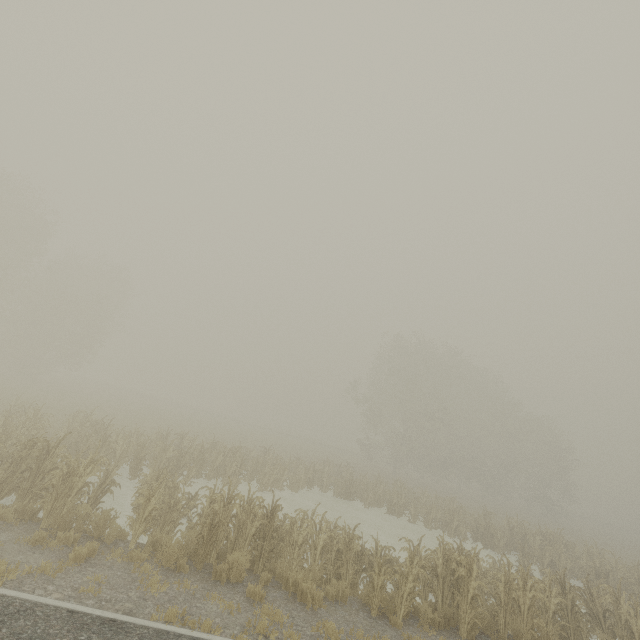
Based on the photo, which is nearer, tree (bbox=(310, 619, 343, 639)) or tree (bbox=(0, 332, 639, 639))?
tree (bbox=(310, 619, 343, 639))

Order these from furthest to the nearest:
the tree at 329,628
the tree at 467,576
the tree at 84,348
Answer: the tree at 84,348
the tree at 467,576
the tree at 329,628

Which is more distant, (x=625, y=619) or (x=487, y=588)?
(x=625, y=619)

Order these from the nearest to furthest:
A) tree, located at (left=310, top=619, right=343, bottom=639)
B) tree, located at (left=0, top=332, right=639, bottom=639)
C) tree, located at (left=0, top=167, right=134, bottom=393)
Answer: tree, located at (left=310, top=619, right=343, bottom=639), tree, located at (left=0, top=332, right=639, bottom=639), tree, located at (left=0, top=167, right=134, bottom=393)

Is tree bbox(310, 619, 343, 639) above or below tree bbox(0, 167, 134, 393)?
below

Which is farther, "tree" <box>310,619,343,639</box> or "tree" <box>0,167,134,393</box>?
"tree" <box>0,167,134,393</box>

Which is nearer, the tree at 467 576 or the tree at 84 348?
the tree at 467 576
